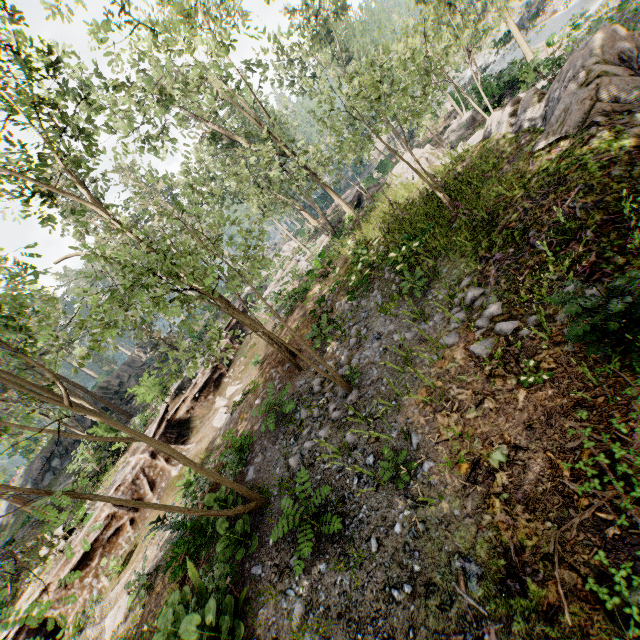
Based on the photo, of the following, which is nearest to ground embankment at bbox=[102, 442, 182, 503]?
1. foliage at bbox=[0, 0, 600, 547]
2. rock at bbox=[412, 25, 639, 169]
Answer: foliage at bbox=[0, 0, 600, 547]

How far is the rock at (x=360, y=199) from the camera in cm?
2402

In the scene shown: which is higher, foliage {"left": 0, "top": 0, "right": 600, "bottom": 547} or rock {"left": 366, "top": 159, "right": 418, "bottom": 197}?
foliage {"left": 0, "top": 0, "right": 600, "bottom": 547}

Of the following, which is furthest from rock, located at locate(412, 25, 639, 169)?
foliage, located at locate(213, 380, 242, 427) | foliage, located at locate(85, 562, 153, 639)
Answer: foliage, located at locate(85, 562, 153, 639)

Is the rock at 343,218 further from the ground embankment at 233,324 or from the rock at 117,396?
the rock at 117,396

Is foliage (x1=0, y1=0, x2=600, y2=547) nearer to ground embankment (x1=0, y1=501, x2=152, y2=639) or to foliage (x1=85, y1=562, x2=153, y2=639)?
ground embankment (x1=0, y1=501, x2=152, y2=639)

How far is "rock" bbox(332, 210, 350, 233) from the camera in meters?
22.5 m

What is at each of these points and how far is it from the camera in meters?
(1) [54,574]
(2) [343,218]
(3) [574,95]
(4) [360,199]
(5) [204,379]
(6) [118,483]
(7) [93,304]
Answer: (1) ground embankment, 12.8
(2) rock, 22.7
(3) rock, 8.1
(4) rock, 25.1
(5) ground embankment, 19.9
(6) ground embankment, 15.0
(7) foliage, 11.9
